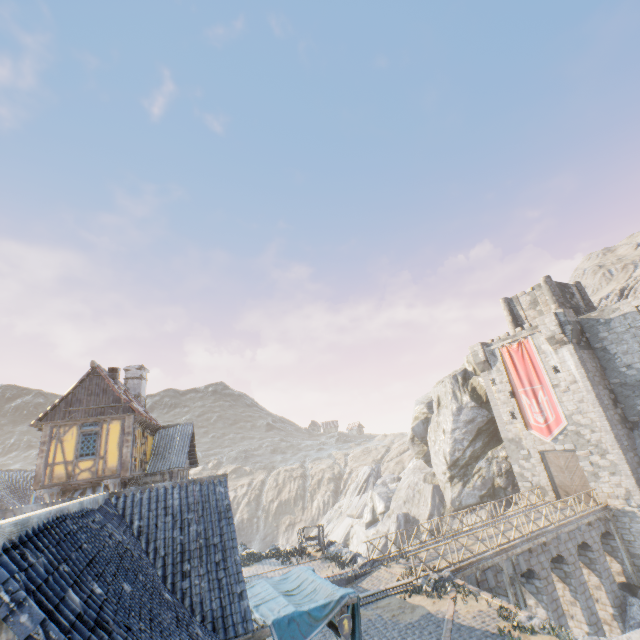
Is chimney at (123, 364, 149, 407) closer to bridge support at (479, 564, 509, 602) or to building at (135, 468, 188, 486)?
building at (135, 468, 188, 486)

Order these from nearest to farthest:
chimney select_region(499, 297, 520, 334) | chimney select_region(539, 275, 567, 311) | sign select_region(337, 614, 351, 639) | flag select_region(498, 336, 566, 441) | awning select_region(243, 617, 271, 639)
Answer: awning select_region(243, 617, 271, 639) < sign select_region(337, 614, 351, 639) < flag select_region(498, 336, 566, 441) < chimney select_region(539, 275, 567, 311) < chimney select_region(499, 297, 520, 334)

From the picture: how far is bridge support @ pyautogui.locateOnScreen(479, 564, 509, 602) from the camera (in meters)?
17.18

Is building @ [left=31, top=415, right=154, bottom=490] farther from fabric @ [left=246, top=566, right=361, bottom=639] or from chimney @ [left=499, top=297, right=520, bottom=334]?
chimney @ [left=499, top=297, right=520, bottom=334]

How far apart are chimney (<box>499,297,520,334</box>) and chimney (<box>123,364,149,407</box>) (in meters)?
36.30

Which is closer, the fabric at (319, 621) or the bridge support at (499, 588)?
the fabric at (319, 621)

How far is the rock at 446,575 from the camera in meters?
15.4 m

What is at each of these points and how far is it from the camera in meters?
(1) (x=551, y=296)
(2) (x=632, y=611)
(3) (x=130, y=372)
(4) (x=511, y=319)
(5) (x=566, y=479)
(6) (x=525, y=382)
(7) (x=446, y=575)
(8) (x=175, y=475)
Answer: (1) chimney, 32.1 m
(2) rock, 20.1 m
(3) chimney, 24.6 m
(4) chimney, 35.7 m
(5) castle gate, 26.3 m
(6) flag, 29.2 m
(7) rock, 15.8 m
(8) building, 20.4 m
